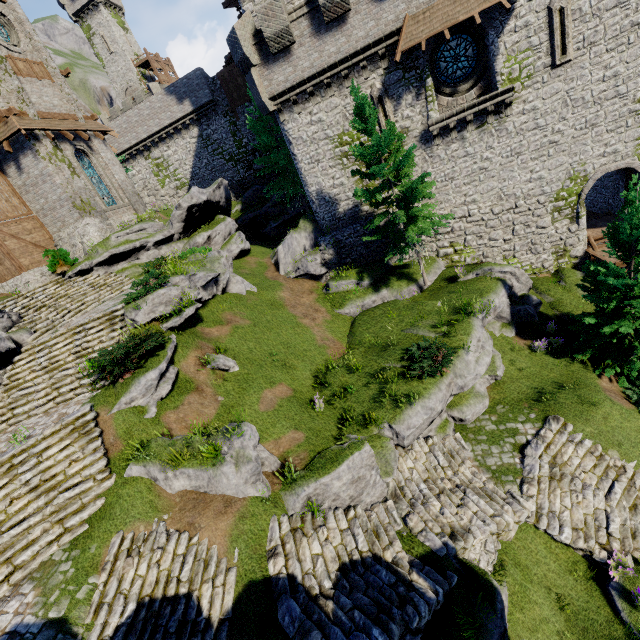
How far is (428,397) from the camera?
12.4 meters

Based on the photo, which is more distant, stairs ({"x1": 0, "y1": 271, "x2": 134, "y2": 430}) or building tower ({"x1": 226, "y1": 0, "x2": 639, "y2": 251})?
building tower ({"x1": 226, "y1": 0, "x2": 639, "y2": 251})

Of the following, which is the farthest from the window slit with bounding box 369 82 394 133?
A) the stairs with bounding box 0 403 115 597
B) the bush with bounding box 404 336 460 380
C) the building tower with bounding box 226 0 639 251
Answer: the stairs with bounding box 0 403 115 597

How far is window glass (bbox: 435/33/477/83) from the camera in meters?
16.3 m

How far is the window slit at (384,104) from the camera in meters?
17.0

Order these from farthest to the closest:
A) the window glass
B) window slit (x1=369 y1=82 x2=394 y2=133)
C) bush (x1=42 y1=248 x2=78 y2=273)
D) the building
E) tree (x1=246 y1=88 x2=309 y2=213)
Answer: tree (x1=246 y1=88 x2=309 y2=213) < bush (x1=42 y1=248 x2=78 y2=273) < the building < window slit (x1=369 y1=82 x2=394 y2=133) < the window glass

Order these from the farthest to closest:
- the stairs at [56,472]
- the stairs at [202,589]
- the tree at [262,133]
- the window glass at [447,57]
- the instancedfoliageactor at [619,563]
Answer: the tree at [262,133]
the window glass at [447,57]
the instancedfoliageactor at [619,563]
the stairs at [56,472]
the stairs at [202,589]

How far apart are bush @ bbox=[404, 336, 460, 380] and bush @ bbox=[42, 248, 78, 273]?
19.3m
